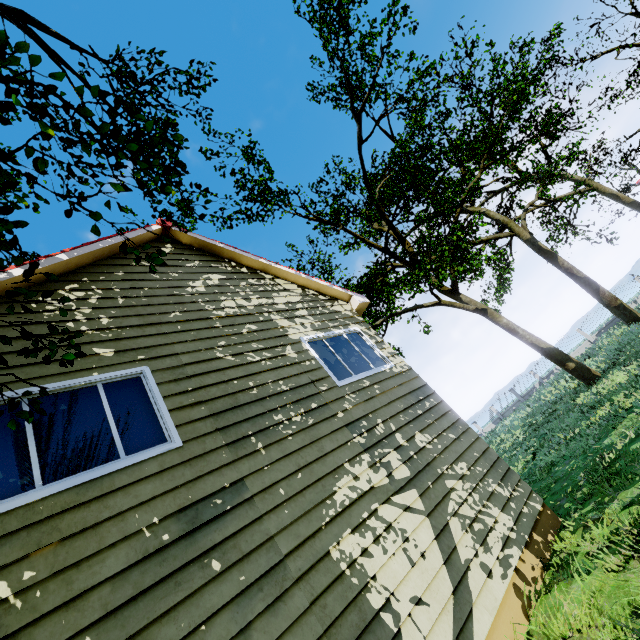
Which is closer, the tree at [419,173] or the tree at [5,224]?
the tree at [5,224]

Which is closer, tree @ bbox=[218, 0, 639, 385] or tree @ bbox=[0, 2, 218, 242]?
tree @ bbox=[0, 2, 218, 242]

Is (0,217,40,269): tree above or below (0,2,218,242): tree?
below

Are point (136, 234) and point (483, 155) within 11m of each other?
no

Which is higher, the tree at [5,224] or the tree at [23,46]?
the tree at [23,46]
